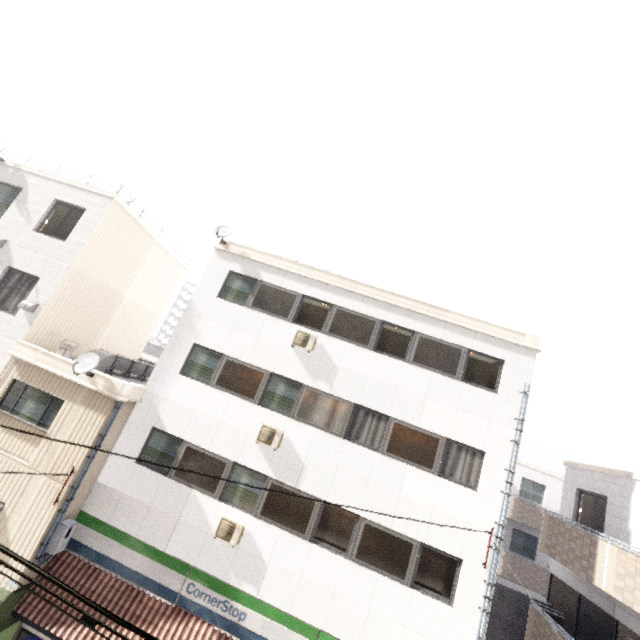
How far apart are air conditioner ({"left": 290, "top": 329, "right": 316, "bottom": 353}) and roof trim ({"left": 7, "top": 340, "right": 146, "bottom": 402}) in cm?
506

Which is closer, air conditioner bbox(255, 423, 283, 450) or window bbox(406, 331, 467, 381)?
air conditioner bbox(255, 423, 283, 450)

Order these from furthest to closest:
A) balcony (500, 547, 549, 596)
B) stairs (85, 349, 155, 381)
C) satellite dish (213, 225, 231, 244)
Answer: balcony (500, 547, 549, 596) → satellite dish (213, 225, 231, 244) → stairs (85, 349, 155, 381)

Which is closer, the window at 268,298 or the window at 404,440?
the window at 404,440

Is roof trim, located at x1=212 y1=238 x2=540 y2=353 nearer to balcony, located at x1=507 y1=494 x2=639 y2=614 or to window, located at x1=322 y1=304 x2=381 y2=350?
window, located at x1=322 y1=304 x2=381 y2=350

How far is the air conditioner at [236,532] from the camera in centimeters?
922cm

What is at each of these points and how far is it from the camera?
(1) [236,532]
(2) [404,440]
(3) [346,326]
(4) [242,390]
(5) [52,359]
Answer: (1) air conditioner, 9.3m
(2) window, 10.0m
(3) window, 11.2m
(4) window, 10.7m
(5) roof trim, 10.1m

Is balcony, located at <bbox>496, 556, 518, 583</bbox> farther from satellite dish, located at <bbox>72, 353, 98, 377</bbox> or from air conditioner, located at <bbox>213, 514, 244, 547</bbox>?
satellite dish, located at <bbox>72, 353, 98, 377</bbox>
